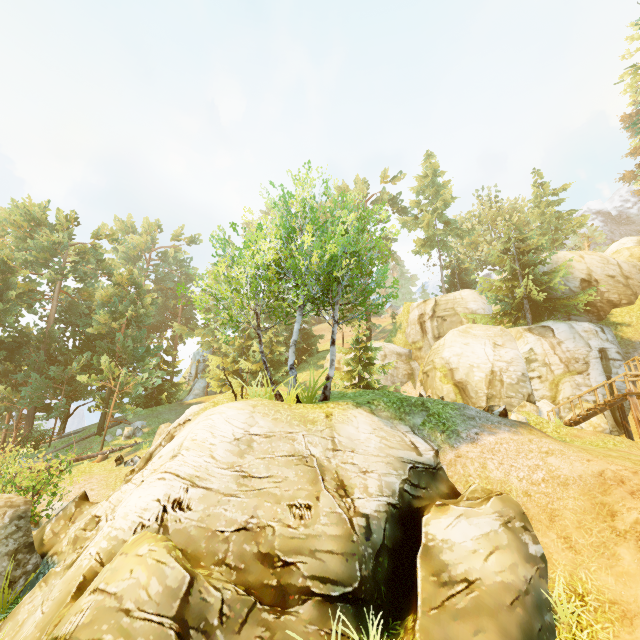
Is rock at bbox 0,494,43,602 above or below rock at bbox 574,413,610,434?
below

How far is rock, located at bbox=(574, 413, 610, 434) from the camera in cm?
1801

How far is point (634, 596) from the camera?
6.2m

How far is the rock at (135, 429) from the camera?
23.5m

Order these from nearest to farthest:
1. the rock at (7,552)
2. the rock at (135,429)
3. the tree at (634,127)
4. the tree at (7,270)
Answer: the rock at (7,552) → the tree at (7,270) → the tree at (634,127) → the rock at (135,429)

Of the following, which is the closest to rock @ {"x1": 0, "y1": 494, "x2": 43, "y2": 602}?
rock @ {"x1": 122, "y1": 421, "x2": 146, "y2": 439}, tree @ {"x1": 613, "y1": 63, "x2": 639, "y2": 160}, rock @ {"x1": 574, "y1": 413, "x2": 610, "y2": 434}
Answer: tree @ {"x1": 613, "y1": 63, "x2": 639, "y2": 160}

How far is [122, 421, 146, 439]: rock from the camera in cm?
2355

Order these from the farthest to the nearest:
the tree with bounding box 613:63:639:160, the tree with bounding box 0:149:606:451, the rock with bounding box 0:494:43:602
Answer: the tree with bounding box 613:63:639:160
the tree with bounding box 0:149:606:451
the rock with bounding box 0:494:43:602
